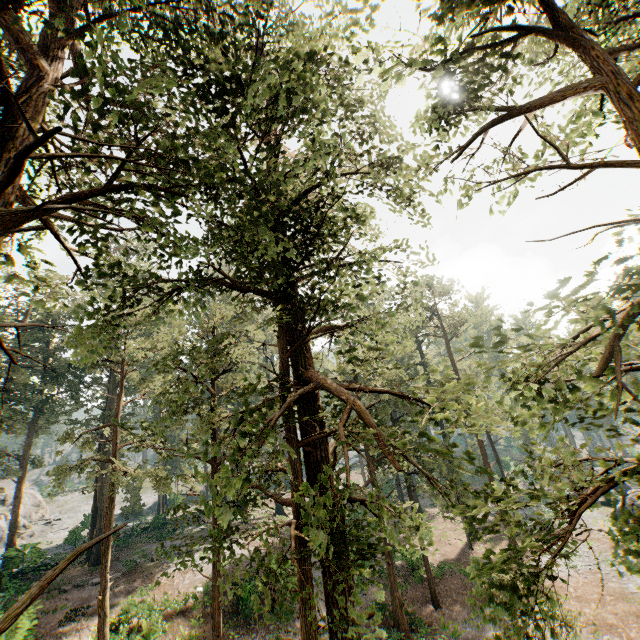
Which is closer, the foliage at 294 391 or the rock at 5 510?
the foliage at 294 391

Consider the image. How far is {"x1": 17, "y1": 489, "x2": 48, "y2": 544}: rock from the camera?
43.2 meters

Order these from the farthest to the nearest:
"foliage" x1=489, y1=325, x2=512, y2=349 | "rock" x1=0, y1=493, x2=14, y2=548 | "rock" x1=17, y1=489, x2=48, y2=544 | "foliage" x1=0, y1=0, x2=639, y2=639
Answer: "rock" x1=17, y1=489, x2=48, y2=544
"rock" x1=0, y1=493, x2=14, y2=548
"foliage" x1=0, y1=0, x2=639, y2=639
"foliage" x1=489, y1=325, x2=512, y2=349

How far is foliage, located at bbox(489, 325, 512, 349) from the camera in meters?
3.6

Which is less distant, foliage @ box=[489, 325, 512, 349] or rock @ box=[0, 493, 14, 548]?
foliage @ box=[489, 325, 512, 349]

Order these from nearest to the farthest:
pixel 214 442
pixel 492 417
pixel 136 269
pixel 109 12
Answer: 1. pixel 492 417
2. pixel 136 269
3. pixel 214 442
4. pixel 109 12

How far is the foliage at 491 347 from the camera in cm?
356
